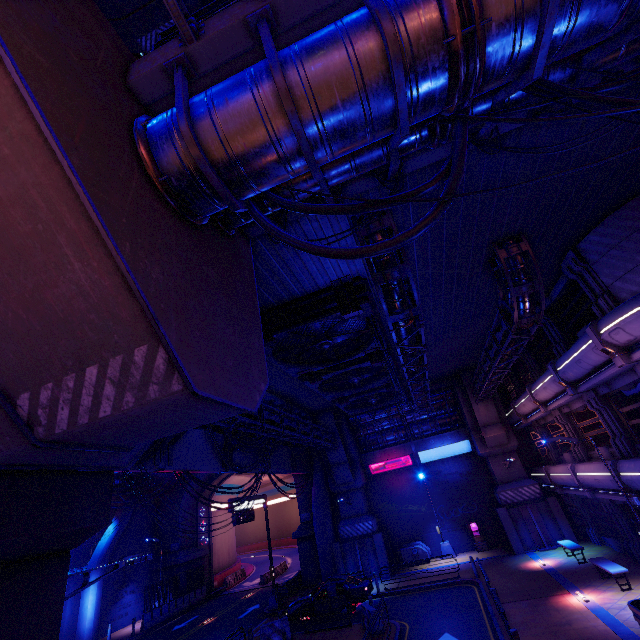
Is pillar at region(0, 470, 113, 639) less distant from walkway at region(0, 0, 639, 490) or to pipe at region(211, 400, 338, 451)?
walkway at region(0, 0, 639, 490)

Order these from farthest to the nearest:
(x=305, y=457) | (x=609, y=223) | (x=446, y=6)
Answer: (x=305, y=457)
(x=609, y=223)
(x=446, y=6)

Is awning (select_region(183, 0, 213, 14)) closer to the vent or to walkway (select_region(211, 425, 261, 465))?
walkway (select_region(211, 425, 261, 465))

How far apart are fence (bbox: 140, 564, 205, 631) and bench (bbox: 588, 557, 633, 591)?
30.9 meters

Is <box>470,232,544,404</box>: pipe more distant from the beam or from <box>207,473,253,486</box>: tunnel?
<box>207,473,253,486</box>: tunnel

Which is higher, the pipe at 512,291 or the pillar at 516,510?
the pipe at 512,291

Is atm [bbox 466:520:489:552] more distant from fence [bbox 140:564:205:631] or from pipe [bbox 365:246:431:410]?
fence [bbox 140:564:205:631]

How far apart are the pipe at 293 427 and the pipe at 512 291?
11.7m
